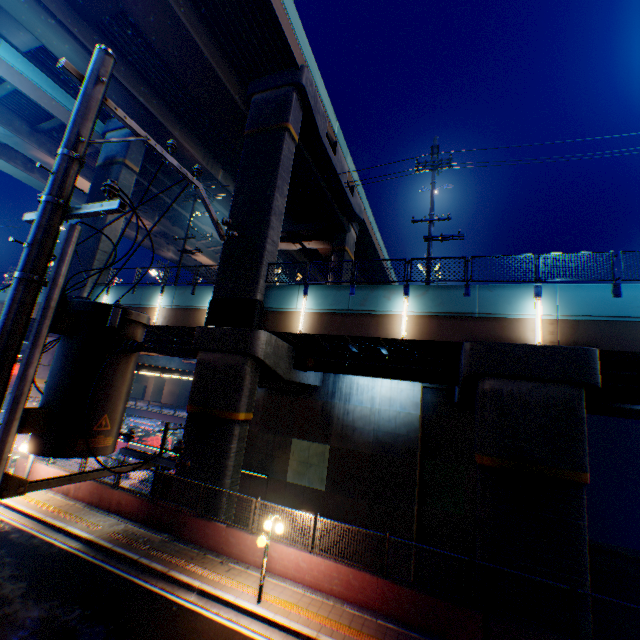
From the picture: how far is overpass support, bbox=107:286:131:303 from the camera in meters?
21.5 m

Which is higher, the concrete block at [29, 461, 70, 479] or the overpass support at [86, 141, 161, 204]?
the overpass support at [86, 141, 161, 204]

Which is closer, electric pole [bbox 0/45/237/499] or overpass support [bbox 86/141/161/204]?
electric pole [bbox 0/45/237/499]

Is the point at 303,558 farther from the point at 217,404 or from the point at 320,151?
the point at 320,151

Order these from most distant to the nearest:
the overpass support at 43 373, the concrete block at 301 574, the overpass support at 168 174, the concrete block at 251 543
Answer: the overpass support at 168 174 → the overpass support at 43 373 → the concrete block at 251 543 → the concrete block at 301 574

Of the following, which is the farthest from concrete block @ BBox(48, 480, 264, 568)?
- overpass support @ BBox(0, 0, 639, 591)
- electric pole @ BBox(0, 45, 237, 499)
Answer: electric pole @ BBox(0, 45, 237, 499)

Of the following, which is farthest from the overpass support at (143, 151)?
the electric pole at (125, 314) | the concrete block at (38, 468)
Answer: the electric pole at (125, 314)
